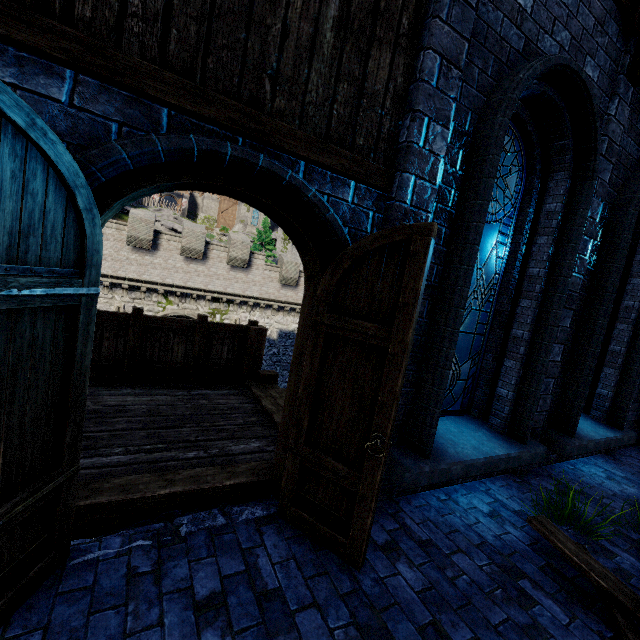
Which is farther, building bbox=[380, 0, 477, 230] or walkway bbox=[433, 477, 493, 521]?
walkway bbox=[433, 477, 493, 521]

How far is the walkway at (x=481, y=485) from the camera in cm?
348

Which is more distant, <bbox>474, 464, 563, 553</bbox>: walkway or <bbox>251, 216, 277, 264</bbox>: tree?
<bbox>251, 216, 277, 264</bbox>: tree

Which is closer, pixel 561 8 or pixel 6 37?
pixel 6 37

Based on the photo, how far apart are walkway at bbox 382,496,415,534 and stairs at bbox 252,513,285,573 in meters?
0.0

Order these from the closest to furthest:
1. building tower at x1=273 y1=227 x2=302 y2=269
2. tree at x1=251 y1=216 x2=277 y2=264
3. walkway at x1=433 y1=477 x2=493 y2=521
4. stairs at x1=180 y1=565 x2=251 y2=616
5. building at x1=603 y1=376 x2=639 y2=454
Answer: stairs at x1=180 y1=565 x2=251 y2=616
walkway at x1=433 y1=477 x2=493 y2=521
building at x1=603 y1=376 x2=639 y2=454
building tower at x1=273 y1=227 x2=302 y2=269
tree at x1=251 y1=216 x2=277 y2=264

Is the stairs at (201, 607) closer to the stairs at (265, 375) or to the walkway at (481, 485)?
the walkway at (481, 485)

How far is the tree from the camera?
44.86m
